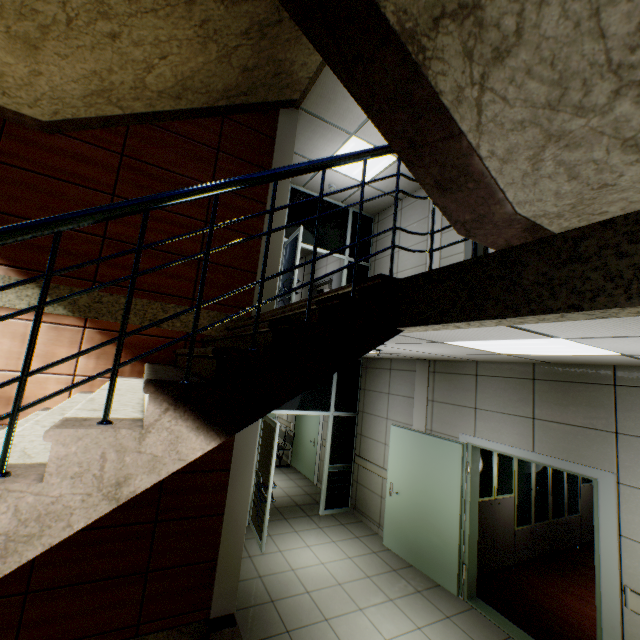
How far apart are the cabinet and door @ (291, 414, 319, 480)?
4.27m

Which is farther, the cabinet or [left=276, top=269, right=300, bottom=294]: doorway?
[left=276, top=269, right=300, bottom=294]: doorway

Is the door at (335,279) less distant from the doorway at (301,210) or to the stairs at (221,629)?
the doorway at (301,210)

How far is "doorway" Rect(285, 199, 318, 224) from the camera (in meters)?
6.83

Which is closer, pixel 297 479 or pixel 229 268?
pixel 229 268

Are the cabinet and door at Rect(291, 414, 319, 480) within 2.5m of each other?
no

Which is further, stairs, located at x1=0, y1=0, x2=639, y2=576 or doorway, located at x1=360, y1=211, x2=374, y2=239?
doorway, located at x1=360, y1=211, x2=374, y2=239

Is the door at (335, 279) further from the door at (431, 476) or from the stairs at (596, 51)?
the stairs at (596, 51)
